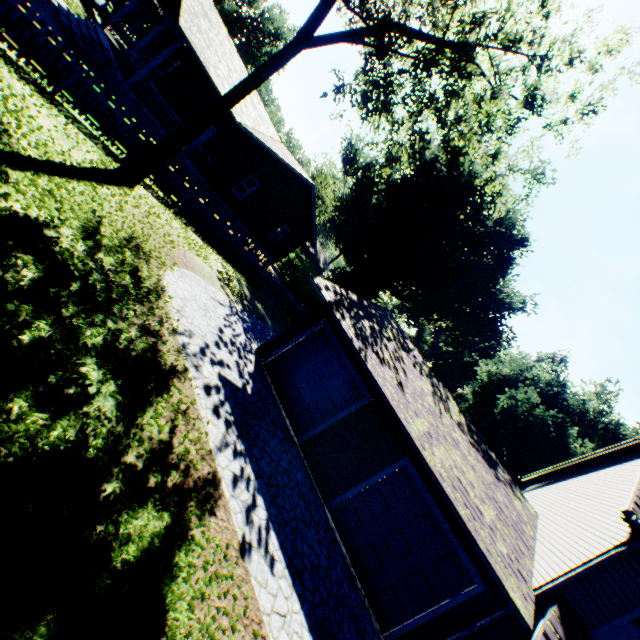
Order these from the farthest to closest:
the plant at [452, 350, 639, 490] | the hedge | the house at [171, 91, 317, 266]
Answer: the hedge < the plant at [452, 350, 639, 490] < the house at [171, 91, 317, 266]

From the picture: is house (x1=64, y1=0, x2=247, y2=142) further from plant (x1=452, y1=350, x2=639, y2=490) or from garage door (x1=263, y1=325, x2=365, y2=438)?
garage door (x1=263, y1=325, x2=365, y2=438)

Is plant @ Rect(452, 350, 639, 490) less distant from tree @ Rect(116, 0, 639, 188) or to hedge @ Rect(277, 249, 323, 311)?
hedge @ Rect(277, 249, 323, 311)

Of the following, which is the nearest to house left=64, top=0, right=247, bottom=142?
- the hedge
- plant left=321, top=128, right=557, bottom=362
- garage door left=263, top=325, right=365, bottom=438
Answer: plant left=321, top=128, right=557, bottom=362

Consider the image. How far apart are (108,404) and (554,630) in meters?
10.2 m

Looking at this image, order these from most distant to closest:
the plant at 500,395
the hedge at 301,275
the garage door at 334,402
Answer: the hedge at 301,275
the plant at 500,395
the garage door at 334,402

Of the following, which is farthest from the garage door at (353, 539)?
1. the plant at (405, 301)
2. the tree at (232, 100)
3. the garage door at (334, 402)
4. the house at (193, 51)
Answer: the plant at (405, 301)

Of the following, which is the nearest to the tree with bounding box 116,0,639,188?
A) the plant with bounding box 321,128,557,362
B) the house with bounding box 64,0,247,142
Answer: the house with bounding box 64,0,247,142
